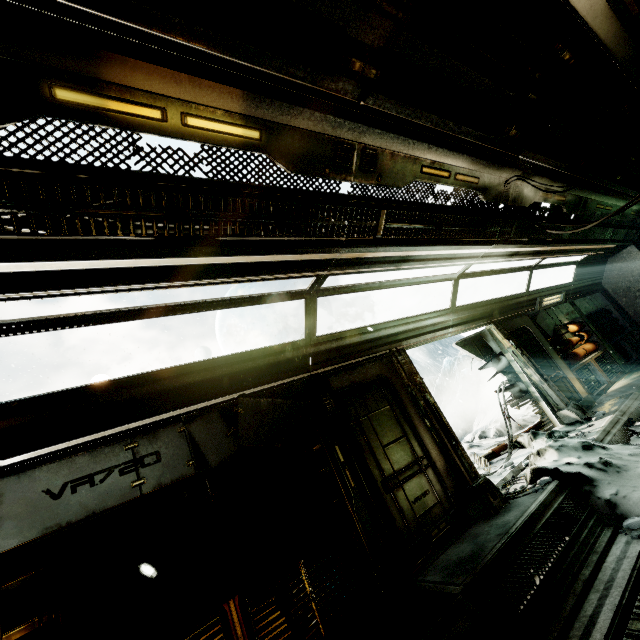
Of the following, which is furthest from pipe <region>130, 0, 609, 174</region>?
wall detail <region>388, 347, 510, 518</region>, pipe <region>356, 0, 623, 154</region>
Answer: wall detail <region>388, 347, 510, 518</region>

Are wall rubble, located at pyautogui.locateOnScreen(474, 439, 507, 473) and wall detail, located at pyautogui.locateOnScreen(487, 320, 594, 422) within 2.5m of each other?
yes

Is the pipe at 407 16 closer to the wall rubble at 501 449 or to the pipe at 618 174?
the pipe at 618 174

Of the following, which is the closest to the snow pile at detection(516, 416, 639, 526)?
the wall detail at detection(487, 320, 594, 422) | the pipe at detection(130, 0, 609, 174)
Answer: the wall detail at detection(487, 320, 594, 422)

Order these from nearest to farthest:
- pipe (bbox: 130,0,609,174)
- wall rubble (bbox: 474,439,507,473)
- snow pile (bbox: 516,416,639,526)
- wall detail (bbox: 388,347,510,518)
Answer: pipe (bbox: 130,0,609,174)
snow pile (bbox: 516,416,639,526)
wall detail (bbox: 388,347,510,518)
wall rubble (bbox: 474,439,507,473)

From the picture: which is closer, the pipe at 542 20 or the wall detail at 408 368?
the pipe at 542 20

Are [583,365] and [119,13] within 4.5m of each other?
no

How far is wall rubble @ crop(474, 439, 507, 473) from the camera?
7.08m
